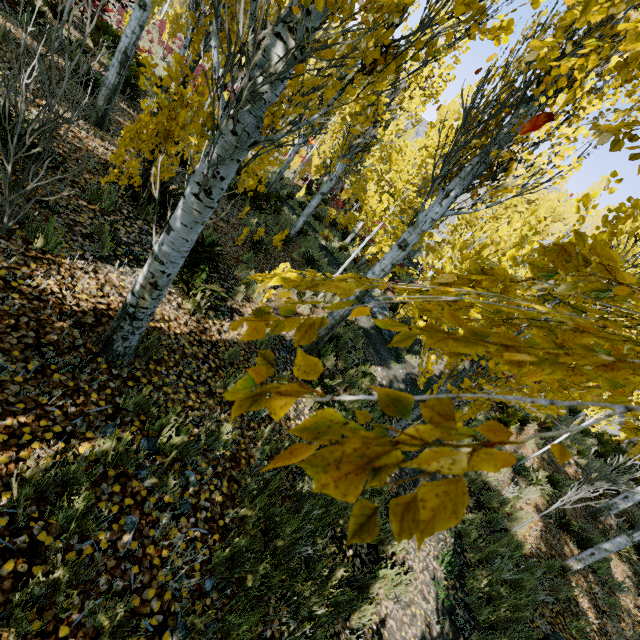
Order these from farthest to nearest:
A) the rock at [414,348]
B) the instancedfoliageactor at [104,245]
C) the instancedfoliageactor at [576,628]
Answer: the rock at [414,348] < the instancedfoliageactor at [576,628] < the instancedfoliageactor at [104,245]

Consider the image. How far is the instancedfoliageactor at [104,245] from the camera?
3.91m

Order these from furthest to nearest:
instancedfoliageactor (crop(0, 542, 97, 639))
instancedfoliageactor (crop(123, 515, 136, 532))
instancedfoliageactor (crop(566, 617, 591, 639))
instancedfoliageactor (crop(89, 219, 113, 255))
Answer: instancedfoliageactor (crop(566, 617, 591, 639)), instancedfoliageactor (crop(89, 219, 113, 255)), instancedfoliageactor (crop(123, 515, 136, 532)), instancedfoliageactor (crop(0, 542, 97, 639))

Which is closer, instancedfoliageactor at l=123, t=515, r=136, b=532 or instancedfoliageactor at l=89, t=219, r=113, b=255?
instancedfoliageactor at l=123, t=515, r=136, b=532

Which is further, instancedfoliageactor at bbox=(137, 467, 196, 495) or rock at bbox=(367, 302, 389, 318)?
rock at bbox=(367, 302, 389, 318)

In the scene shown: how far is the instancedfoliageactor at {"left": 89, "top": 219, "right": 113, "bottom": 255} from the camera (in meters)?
3.91

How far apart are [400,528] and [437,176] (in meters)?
5.30
